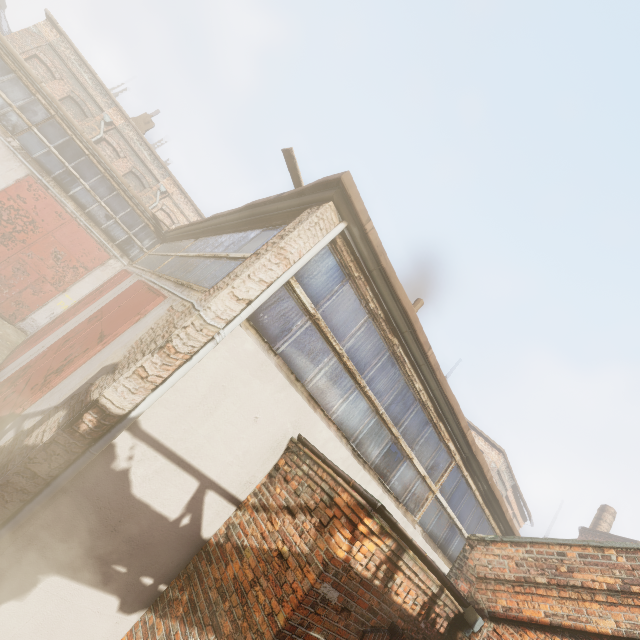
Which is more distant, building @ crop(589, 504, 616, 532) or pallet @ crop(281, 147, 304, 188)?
building @ crop(589, 504, 616, 532)

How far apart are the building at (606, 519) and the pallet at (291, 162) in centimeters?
3149cm

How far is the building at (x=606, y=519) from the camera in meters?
22.7 m

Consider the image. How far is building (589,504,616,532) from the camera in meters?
22.7

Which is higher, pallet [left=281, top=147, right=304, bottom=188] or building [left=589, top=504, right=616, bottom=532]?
building [left=589, top=504, right=616, bottom=532]

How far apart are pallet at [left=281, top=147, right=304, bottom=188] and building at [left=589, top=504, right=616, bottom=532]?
31.5m

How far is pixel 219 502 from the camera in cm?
396

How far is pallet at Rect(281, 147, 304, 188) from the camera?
4.7 meters
